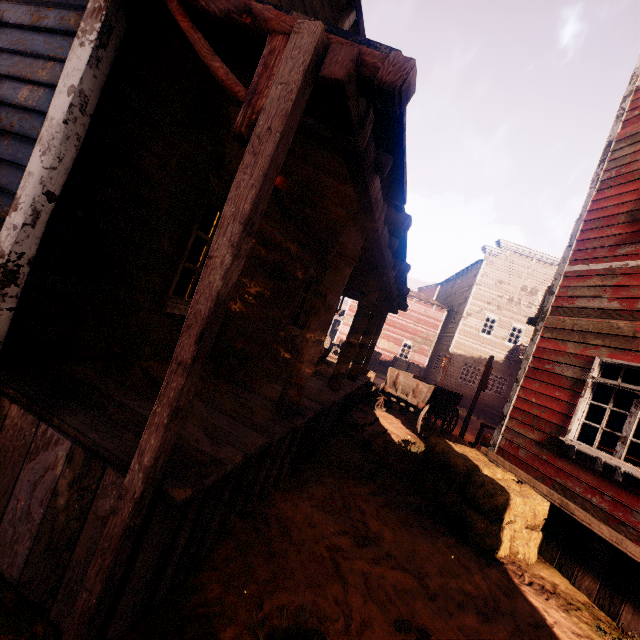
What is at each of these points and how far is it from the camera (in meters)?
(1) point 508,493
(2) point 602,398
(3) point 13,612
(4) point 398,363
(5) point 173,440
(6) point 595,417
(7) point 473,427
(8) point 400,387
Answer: (1) hay bale, 4.62
(2) curtain, 5.19
(3) z, 1.88
(4) wooden box, 25.48
(5) building, 1.77
(6) curtain, 5.18
(7) z, 16.48
(8) carraige, 10.66

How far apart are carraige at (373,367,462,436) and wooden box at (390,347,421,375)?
11.9m

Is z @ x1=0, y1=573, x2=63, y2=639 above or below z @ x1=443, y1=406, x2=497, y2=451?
below

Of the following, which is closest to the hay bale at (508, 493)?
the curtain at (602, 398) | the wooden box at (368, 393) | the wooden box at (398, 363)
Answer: the curtain at (602, 398)

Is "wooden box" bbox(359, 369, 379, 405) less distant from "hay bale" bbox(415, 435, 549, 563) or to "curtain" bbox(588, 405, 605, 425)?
"hay bale" bbox(415, 435, 549, 563)

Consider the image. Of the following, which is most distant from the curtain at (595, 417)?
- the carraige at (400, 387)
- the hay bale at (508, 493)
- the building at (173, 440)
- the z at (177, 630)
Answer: the carraige at (400, 387)

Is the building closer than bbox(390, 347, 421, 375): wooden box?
Yes

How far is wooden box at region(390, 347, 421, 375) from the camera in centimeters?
2534cm
